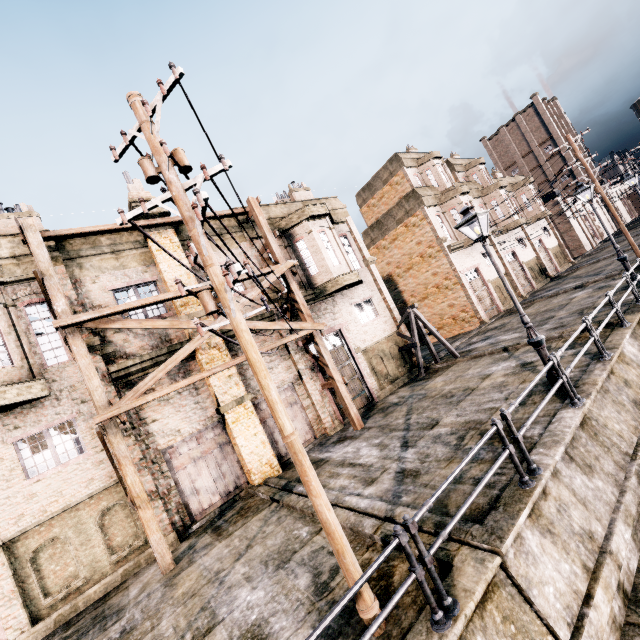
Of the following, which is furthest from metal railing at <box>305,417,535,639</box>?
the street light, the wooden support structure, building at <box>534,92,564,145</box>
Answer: building at <box>534,92,564,145</box>

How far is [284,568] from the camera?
7.0m

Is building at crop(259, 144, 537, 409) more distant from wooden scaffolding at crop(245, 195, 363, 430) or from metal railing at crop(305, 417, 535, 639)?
metal railing at crop(305, 417, 535, 639)

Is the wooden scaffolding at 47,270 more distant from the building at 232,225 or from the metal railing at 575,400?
the metal railing at 575,400

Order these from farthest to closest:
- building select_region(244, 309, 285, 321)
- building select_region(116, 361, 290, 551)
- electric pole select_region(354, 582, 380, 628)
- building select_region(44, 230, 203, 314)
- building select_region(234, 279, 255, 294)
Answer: building select_region(234, 279, 255, 294), building select_region(244, 309, 285, 321), building select_region(44, 230, 203, 314), building select_region(116, 361, 290, 551), electric pole select_region(354, 582, 380, 628)

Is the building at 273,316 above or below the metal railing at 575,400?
above

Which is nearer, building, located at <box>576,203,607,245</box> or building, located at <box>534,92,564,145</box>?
building, located at <box>576,203,607,245</box>

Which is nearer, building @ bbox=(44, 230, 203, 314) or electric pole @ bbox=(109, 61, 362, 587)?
electric pole @ bbox=(109, 61, 362, 587)
